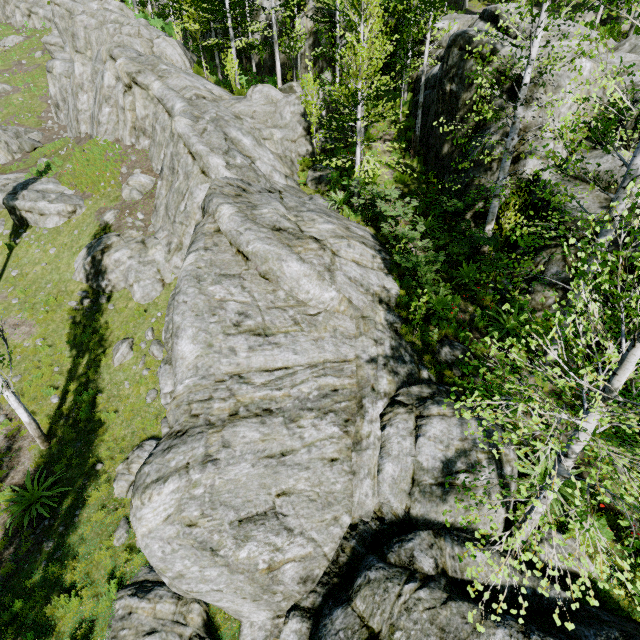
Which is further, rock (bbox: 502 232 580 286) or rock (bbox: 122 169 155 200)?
rock (bbox: 122 169 155 200)

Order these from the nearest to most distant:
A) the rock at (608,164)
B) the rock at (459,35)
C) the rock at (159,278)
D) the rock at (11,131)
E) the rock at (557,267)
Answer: the rock at (159,278), the rock at (608,164), the rock at (557,267), the rock at (459,35), the rock at (11,131)

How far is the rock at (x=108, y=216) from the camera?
16.5 meters

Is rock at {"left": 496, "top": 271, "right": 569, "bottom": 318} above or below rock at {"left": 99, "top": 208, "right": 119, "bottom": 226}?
below

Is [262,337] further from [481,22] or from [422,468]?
[481,22]

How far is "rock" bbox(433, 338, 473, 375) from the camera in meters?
9.7
